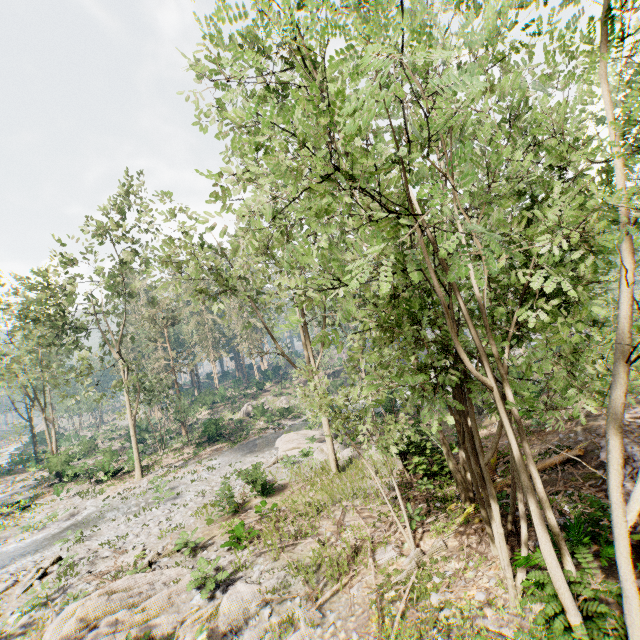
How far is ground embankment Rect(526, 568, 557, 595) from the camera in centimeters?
388cm

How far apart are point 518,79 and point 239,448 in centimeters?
3207cm

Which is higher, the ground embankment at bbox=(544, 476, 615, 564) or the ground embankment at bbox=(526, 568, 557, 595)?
the ground embankment at bbox=(526, 568, 557, 595)

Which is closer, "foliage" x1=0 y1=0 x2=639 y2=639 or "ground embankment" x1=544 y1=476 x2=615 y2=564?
"foliage" x1=0 y1=0 x2=639 y2=639

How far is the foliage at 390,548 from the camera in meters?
10.5

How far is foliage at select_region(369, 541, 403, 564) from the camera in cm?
1052

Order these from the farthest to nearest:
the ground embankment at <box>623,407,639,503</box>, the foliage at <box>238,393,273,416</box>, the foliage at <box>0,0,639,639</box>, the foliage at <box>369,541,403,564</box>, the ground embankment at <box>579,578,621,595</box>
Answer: the foliage at <box>238,393,273,416</box> < the foliage at <box>369,541,403,564</box> < the ground embankment at <box>623,407,639,503</box> < the ground embankment at <box>579,578,621,595</box> < the foliage at <box>0,0,639,639</box>

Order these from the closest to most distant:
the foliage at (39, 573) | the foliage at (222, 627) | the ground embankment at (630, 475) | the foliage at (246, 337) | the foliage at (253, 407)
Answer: the foliage at (246, 337) < the ground embankment at (630, 475) < the foliage at (222, 627) < the foliage at (39, 573) < the foliage at (253, 407)
